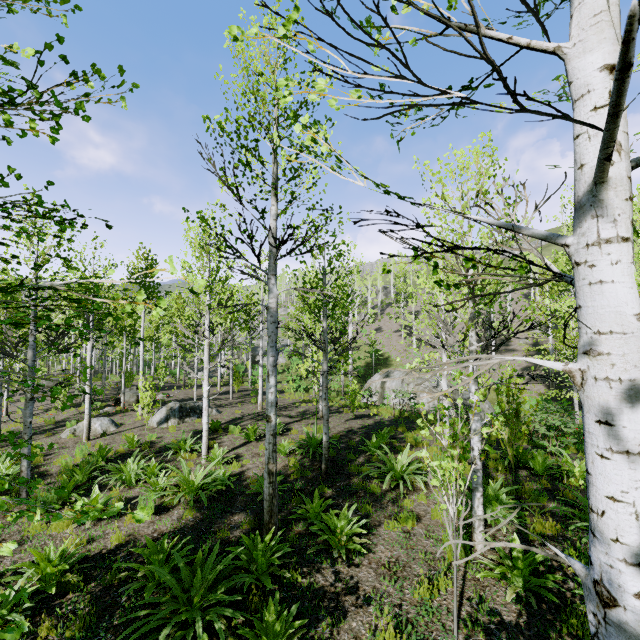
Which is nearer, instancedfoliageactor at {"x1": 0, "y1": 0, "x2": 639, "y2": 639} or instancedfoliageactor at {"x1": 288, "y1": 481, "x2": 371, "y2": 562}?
instancedfoliageactor at {"x1": 0, "y1": 0, "x2": 639, "y2": 639}

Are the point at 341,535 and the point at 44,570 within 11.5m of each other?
yes

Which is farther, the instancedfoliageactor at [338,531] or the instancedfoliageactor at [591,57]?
the instancedfoliageactor at [338,531]

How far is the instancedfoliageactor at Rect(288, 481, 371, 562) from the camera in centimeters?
541cm

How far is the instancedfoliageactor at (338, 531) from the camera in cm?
541
